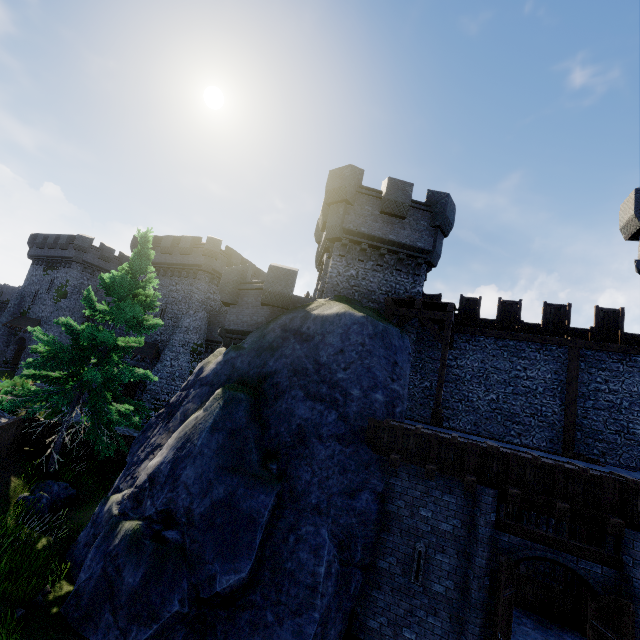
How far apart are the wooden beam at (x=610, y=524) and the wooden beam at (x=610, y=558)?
0.4m

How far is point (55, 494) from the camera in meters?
11.6 m

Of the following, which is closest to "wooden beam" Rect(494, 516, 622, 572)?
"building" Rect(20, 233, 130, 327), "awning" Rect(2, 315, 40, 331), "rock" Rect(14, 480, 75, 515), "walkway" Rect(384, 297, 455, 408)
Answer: "walkway" Rect(384, 297, 455, 408)

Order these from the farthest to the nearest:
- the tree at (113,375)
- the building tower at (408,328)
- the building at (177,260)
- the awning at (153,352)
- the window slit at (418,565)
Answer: the building at (177,260) < the awning at (153,352) < the building tower at (408,328) < the tree at (113,375) < the window slit at (418,565)

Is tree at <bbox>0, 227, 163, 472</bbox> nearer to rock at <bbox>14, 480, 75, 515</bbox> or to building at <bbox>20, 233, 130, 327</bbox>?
rock at <bbox>14, 480, 75, 515</bbox>

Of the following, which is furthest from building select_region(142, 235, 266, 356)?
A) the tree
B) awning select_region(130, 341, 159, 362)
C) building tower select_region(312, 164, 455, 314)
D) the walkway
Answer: the walkway

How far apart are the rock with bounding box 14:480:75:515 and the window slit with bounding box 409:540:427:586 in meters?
12.1 m

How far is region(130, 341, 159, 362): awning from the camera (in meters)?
28.41
